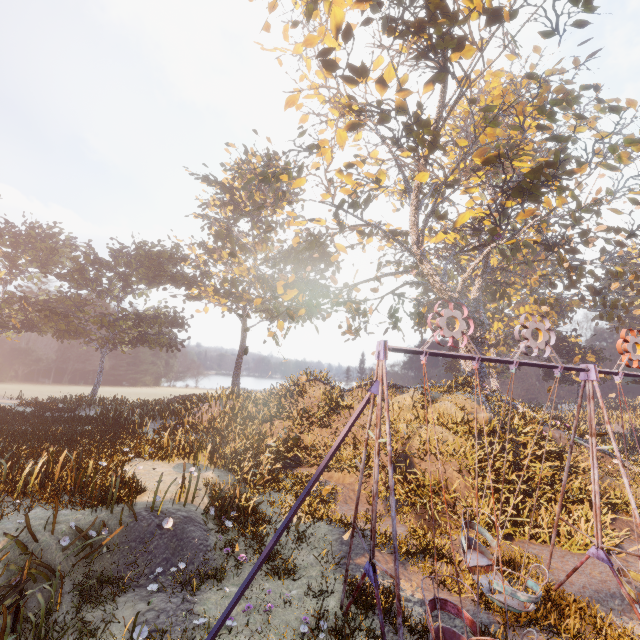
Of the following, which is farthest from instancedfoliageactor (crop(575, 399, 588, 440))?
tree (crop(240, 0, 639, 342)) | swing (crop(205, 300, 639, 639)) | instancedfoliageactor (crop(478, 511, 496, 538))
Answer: → instancedfoliageactor (crop(478, 511, 496, 538))

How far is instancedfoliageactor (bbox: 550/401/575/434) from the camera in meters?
19.1

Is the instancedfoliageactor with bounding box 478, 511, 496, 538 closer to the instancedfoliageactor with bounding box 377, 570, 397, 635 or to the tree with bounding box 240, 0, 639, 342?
the instancedfoliageactor with bounding box 377, 570, 397, 635

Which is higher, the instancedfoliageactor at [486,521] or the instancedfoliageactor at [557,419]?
the instancedfoliageactor at [557,419]

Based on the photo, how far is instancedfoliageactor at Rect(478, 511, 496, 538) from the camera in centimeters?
1152cm

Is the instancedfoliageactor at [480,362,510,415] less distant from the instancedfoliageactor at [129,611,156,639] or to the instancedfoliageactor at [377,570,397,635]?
the instancedfoliageactor at [377,570,397,635]

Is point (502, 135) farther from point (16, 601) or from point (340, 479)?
point (16, 601)

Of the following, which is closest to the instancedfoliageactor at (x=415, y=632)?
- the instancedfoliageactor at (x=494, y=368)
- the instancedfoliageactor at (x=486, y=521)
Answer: the instancedfoliageactor at (x=486, y=521)
